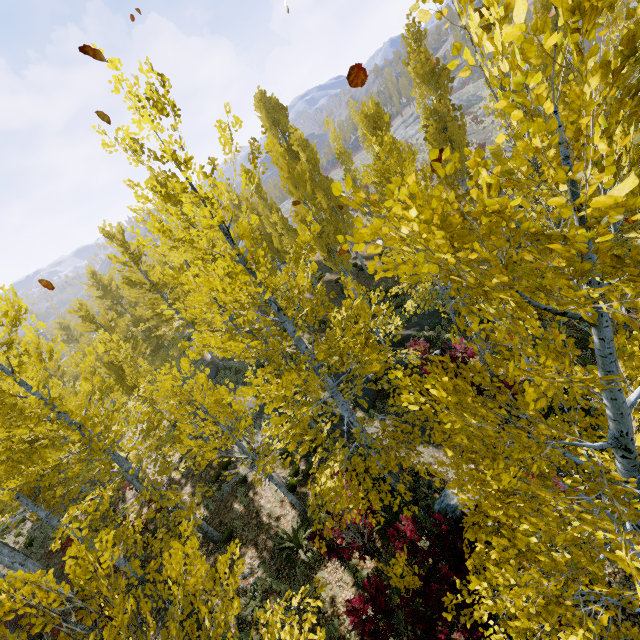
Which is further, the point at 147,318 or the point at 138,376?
the point at 147,318

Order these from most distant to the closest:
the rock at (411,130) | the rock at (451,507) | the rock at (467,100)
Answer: the rock at (467,100)
the rock at (411,130)
the rock at (451,507)

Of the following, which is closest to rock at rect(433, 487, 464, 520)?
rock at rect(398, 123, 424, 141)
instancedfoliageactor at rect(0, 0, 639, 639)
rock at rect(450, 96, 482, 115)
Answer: instancedfoliageactor at rect(0, 0, 639, 639)

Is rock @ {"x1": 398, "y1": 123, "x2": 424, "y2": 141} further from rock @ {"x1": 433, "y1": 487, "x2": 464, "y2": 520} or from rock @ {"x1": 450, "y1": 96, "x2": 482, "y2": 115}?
rock @ {"x1": 433, "y1": 487, "x2": 464, "y2": 520}

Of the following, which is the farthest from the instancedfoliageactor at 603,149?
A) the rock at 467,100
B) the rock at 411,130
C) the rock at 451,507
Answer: the rock at 411,130

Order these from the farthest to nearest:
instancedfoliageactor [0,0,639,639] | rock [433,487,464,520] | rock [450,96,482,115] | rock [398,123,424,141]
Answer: rock [450,96,482,115] → rock [398,123,424,141] → rock [433,487,464,520] → instancedfoliageactor [0,0,639,639]

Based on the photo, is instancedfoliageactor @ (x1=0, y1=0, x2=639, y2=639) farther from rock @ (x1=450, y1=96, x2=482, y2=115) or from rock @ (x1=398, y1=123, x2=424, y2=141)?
rock @ (x1=398, y1=123, x2=424, y2=141)
